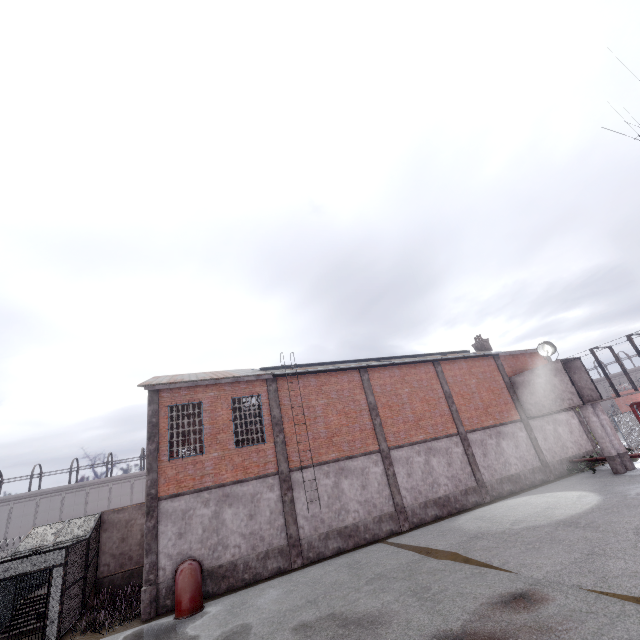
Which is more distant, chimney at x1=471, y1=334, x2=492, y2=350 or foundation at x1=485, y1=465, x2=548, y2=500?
chimney at x1=471, y1=334, x2=492, y2=350

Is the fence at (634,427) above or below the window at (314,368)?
below

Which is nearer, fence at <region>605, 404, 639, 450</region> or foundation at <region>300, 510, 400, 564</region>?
foundation at <region>300, 510, 400, 564</region>

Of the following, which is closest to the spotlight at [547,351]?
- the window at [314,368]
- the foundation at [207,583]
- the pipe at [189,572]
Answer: the window at [314,368]

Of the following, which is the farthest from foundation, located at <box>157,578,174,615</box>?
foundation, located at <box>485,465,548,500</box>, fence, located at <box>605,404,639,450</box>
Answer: fence, located at <box>605,404,639,450</box>

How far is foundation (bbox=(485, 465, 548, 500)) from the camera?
19.7m

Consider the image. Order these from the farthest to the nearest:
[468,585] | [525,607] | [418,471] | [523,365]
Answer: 1. [523,365]
2. [418,471]
3. [468,585]
4. [525,607]

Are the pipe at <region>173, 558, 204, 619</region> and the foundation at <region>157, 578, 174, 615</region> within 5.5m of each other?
yes
